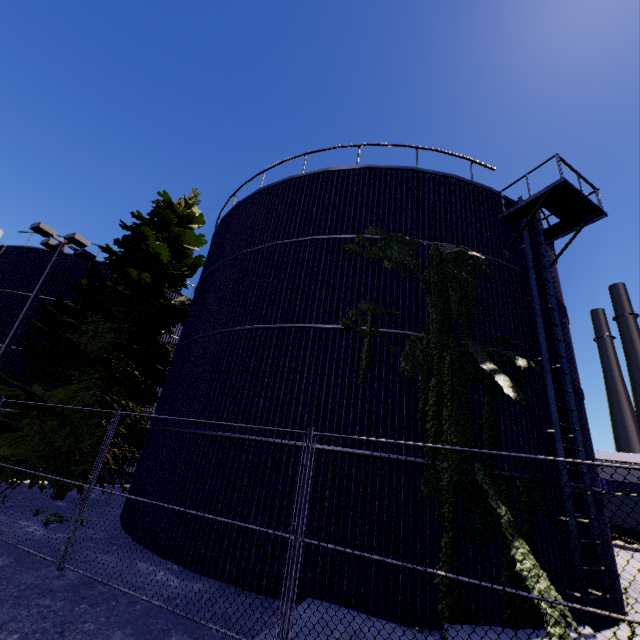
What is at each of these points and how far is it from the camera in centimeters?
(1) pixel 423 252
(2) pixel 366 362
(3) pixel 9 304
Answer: (1) silo, 966cm
(2) tree, 821cm
(3) silo, 1798cm

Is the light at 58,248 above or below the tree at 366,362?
above

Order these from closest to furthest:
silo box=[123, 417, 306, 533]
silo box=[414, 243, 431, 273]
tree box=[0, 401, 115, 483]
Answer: silo box=[123, 417, 306, 533] < silo box=[414, 243, 431, 273] < tree box=[0, 401, 115, 483]

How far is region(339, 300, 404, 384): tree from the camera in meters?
8.2 m

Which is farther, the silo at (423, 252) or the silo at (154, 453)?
the silo at (423, 252)

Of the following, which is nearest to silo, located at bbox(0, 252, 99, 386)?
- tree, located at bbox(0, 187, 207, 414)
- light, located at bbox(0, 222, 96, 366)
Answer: tree, located at bbox(0, 187, 207, 414)

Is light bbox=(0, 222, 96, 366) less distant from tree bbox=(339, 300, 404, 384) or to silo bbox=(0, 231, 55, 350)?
tree bbox=(339, 300, 404, 384)

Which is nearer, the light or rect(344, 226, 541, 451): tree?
rect(344, 226, 541, 451): tree
